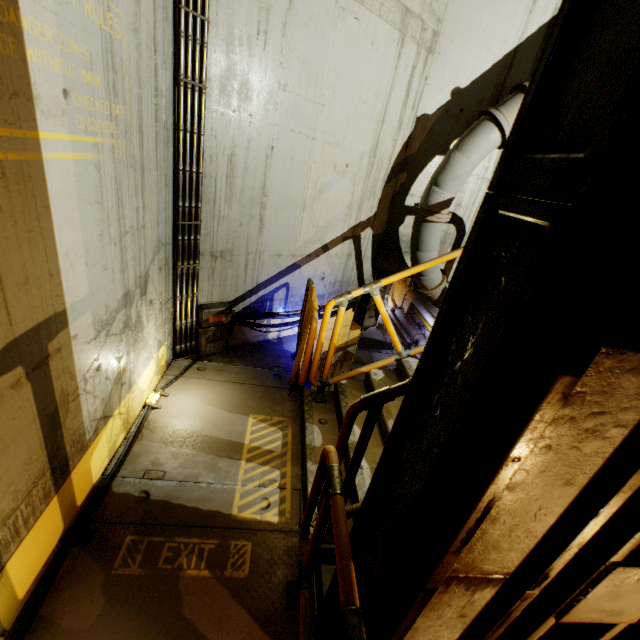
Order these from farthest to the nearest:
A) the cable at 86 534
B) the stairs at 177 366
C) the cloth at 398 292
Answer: the cloth at 398 292 < the stairs at 177 366 < the cable at 86 534

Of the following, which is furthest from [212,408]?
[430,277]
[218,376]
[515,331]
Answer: [430,277]

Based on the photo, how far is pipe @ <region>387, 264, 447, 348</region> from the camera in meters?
6.0

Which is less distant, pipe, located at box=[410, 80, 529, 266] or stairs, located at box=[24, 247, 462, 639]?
stairs, located at box=[24, 247, 462, 639]

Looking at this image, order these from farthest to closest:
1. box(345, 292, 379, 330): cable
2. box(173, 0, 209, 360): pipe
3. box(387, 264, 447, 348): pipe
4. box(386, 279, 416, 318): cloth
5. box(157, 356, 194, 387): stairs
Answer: box(386, 279, 416, 318): cloth → box(345, 292, 379, 330): cable → box(387, 264, 447, 348): pipe → box(157, 356, 194, 387): stairs → box(173, 0, 209, 360): pipe

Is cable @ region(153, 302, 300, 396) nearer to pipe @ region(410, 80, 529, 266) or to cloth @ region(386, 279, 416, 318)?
pipe @ region(410, 80, 529, 266)

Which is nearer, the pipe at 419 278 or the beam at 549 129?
the beam at 549 129

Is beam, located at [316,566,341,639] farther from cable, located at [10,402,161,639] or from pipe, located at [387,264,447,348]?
cable, located at [10,402,161,639]
